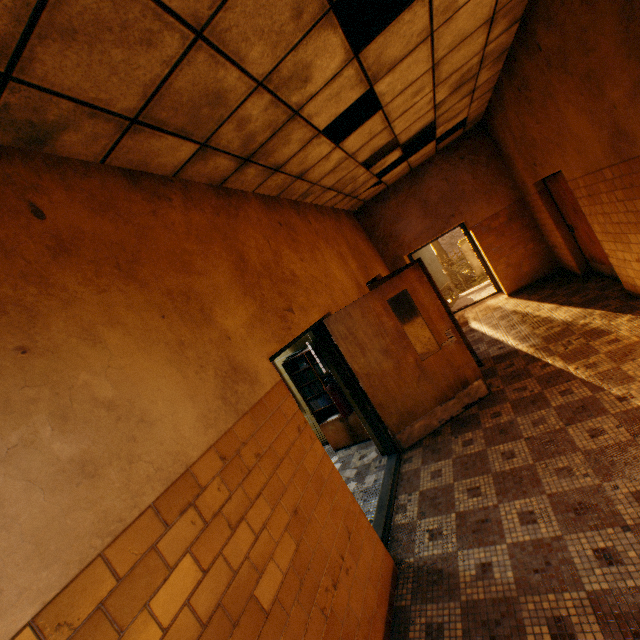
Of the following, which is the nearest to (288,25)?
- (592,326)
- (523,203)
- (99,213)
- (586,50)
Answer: (99,213)

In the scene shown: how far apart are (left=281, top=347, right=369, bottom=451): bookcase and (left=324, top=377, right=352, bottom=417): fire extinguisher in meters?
0.5

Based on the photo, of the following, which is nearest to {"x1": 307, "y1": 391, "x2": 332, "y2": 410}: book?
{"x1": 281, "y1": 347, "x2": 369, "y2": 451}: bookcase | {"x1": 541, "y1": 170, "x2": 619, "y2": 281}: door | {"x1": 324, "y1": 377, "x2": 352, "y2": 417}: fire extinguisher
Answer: {"x1": 281, "y1": 347, "x2": 369, "y2": 451}: bookcase

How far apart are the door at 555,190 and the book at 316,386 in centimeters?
455cm

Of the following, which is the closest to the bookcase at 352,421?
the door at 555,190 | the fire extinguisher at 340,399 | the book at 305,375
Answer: the book at 305,375

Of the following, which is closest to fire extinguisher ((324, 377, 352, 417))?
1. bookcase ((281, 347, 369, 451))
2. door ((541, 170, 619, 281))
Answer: bookcase ((281, 347, 369, 451))

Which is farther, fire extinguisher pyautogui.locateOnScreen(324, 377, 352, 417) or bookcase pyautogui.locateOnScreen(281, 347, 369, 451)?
bookcase pyautogui.locateOnScreen(281, 347, 369, 451)
